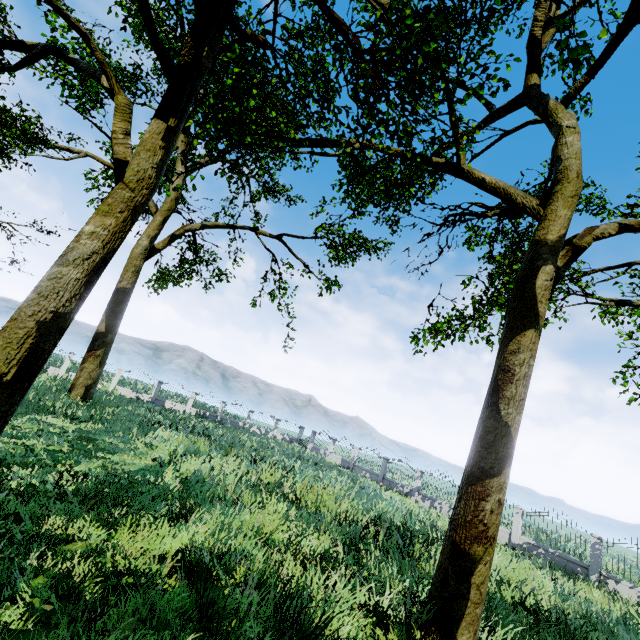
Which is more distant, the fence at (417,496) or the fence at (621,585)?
the fence at (417,496)

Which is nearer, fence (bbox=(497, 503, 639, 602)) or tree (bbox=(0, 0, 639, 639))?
tree (bbox=(0, 0, 639, 639))

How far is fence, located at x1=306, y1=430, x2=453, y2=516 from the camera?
20.82m

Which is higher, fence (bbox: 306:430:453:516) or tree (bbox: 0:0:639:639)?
tree (bbox: 0:0:639:639)

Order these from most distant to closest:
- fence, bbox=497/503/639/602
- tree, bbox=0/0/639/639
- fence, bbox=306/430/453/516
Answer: fence, bbox=306/430/453/516
fence, bbox=497/503/639/602
tree, bbox=0/0/639/639

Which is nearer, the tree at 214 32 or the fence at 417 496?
the tree at 214 32

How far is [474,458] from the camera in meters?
6.5
